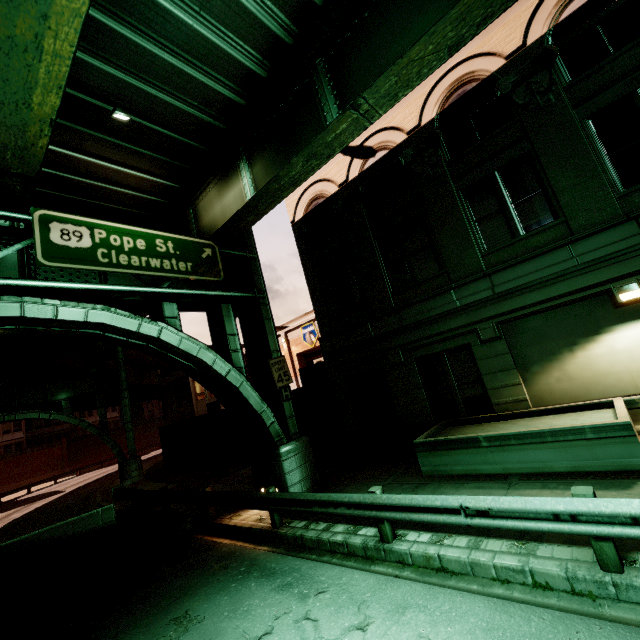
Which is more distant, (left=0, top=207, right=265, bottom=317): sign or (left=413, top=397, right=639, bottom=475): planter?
(left=0, top=207, right=265, bottom=317): sign

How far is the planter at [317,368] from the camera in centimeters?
1650cm

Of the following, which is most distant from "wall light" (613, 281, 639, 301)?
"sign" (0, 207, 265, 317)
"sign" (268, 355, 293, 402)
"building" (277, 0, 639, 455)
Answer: "sign" (0, 207, 265, 317)

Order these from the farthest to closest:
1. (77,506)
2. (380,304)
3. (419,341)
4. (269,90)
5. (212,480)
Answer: (77,506) → (212,480) → (380,304) → (419,341) → (269,90)

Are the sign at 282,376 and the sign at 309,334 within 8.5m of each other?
no

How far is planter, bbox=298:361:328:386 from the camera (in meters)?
16.50

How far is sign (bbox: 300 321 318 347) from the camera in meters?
30.3

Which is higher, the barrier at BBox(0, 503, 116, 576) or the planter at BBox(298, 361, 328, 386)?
the planter at BBox(298, 361, 328, 386)
